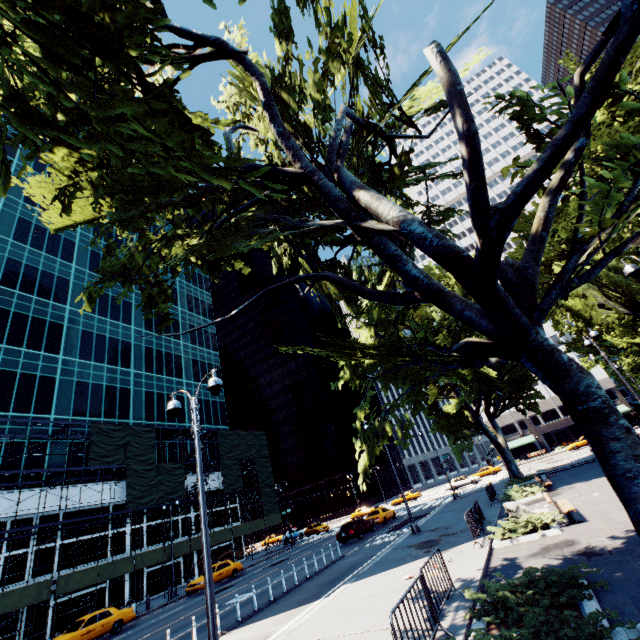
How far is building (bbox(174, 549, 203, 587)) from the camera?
34.54m

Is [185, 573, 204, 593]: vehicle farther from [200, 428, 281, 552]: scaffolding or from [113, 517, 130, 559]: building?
[113, 517, 130, 559]: building

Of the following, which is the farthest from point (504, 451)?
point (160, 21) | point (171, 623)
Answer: point (160, 21)

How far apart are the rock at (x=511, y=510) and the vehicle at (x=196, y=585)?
24.29m

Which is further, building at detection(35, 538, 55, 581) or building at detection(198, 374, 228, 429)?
building at detection(198, 374, 228, 429)

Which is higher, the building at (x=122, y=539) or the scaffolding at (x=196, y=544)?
the building at (x=122, y=539)

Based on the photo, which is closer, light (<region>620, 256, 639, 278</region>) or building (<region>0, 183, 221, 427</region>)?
light (<region>620, 256, 639, 278</region>)
